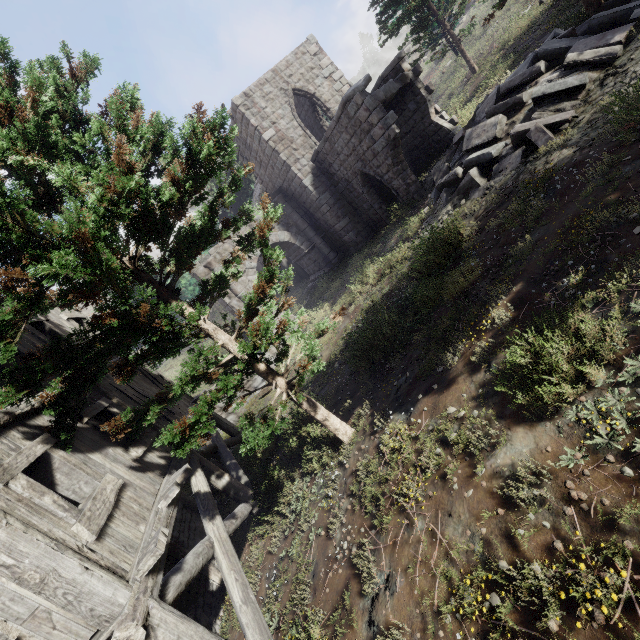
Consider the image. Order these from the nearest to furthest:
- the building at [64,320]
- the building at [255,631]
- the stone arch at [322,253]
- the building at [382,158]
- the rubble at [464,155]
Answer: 1. the building at [255,631]
2. the building at [64,320]
3. the rubble at [464,155]
4. the building at [382,158]
5. the stone arch at [322,253]

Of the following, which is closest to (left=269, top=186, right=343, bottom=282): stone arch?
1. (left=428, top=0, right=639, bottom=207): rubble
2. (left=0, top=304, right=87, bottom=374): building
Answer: (left=0, top=304, right=87, bottom=374): building

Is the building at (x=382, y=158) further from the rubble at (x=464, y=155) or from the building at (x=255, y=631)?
the building at (x=255, y=631)

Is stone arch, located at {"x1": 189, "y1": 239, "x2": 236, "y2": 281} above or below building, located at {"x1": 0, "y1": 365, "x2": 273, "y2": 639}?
above

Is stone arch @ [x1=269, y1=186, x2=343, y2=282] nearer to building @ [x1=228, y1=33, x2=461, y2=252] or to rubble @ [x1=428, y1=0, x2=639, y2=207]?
building @ [x1=228, y1=33, x2=461, y2=252]

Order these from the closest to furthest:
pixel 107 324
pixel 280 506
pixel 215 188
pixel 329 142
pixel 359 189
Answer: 1. pixel 107 324
2. pixel 280 506
3. pixel 329 142
4. pixel 359 189
5. pixel 215 188

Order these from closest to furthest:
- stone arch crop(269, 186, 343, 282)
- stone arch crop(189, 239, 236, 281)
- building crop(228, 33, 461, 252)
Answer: building crop(228, 33, 461, 252) < stone arch crop(189, 239, 236, 281) < stone arch crop(269, 186, 343, 282)

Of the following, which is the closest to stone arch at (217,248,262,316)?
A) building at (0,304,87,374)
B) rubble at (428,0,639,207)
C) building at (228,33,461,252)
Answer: building at (228,33,461,252)
